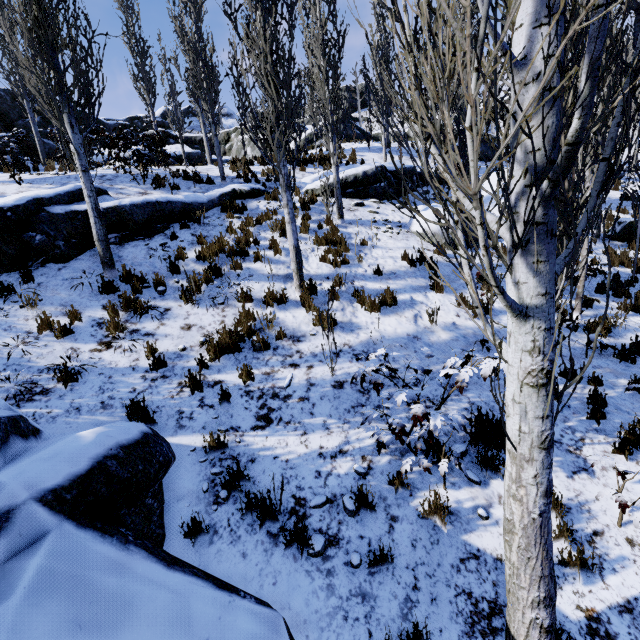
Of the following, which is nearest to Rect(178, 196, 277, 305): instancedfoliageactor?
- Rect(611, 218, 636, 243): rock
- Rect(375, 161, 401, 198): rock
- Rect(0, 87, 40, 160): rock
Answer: Rect(375, 161, 401, 198): rock

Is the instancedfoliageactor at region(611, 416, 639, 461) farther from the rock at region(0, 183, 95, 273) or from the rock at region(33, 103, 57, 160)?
the rock at region(33, 103, 57, 160)

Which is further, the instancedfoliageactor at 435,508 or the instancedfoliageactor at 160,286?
the instancedfoliageactor at 160,286

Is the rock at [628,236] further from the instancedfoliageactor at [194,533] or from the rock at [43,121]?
the rock at [43,121]

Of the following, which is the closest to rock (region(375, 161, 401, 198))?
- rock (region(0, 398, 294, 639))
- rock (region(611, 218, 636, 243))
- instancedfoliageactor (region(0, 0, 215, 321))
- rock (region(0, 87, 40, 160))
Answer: instancedfoliageactor (region(0, 0, 215, 321))

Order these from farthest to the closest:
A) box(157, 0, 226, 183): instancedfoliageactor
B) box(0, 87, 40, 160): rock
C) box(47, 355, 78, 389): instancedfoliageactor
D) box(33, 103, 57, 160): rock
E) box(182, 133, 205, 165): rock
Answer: box(182, 133, 205, 165): rock
box(33, 103, 57, 160): rock
box(0, 87, 40, 160): rock
box(157, 0, 226, 183): instancedfoliageactor
box(47, 355, 78, 389): instancedfoliageactor

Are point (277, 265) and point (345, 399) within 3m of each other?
no
